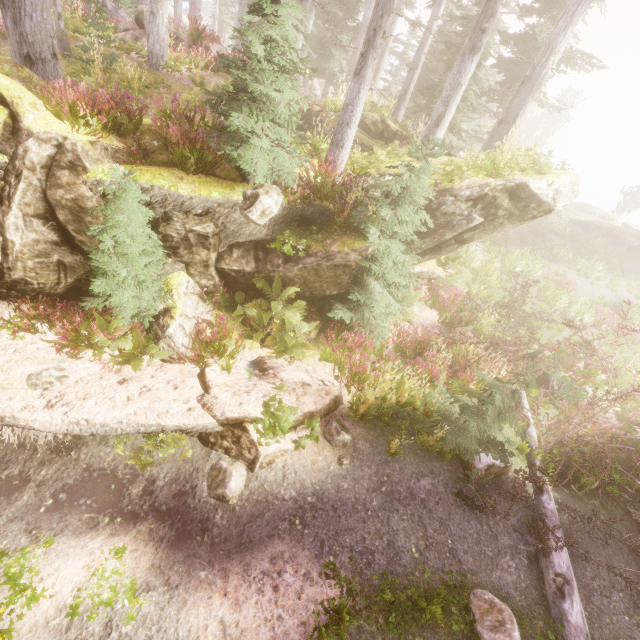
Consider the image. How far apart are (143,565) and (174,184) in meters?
6.4

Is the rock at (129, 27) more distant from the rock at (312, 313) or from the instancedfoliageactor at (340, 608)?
the rock at (312, 313)

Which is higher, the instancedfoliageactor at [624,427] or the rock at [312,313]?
the rock at [312,313]

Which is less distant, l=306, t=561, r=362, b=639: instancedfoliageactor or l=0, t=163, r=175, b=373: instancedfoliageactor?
l=306, t=561, r=362, b=639: instancedfoliageactor

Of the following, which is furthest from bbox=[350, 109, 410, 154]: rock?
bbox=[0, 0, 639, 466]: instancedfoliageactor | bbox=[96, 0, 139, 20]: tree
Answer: bbox=[96, 0, 139, 20]: tree

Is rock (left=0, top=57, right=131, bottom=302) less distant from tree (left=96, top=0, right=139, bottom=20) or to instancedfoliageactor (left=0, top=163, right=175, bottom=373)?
instancedfoliageactor (left=0, top=163, right=175, bottom=373)

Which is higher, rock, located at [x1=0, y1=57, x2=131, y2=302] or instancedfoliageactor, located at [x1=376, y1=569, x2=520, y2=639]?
rock, located at [x1=0, y1=57, x2=131, y2=302]
